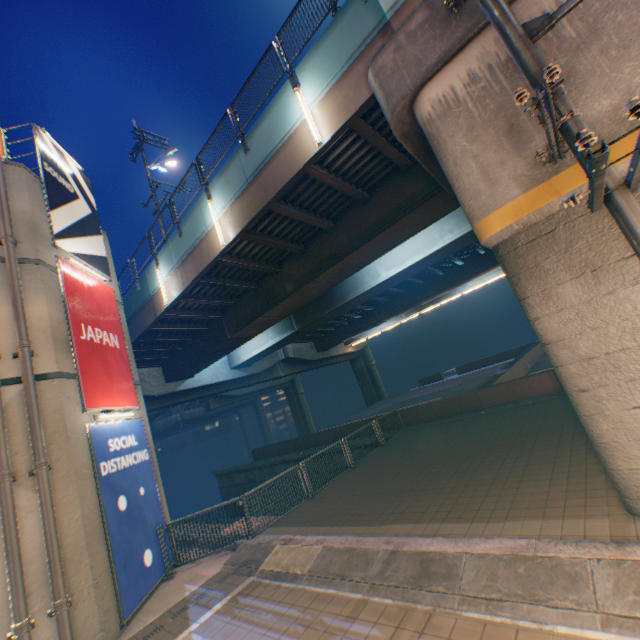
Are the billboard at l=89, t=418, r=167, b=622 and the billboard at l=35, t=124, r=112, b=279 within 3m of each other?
no

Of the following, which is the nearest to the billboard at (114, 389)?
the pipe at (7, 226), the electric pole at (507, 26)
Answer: the pipe at (7, 226)

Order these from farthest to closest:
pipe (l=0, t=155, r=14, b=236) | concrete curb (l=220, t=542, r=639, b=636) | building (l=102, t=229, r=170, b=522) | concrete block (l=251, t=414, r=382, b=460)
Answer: concrete block (l=251, t=414, r=382, b=460) < building (l=102, t=229, r=170, b=522) < pipe (l=0, t=155, r=14, b=236) < concrete curb (l=220, t=542, r=639, b=636)

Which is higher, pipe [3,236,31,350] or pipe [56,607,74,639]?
pipe [3,236,31,350]

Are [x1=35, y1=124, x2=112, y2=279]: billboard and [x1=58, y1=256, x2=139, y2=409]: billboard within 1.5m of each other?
yes

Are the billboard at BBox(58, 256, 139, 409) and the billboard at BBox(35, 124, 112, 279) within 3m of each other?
yes

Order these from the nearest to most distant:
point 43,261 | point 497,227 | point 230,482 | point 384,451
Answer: point 497,227 < point 43,261 < point 384,451 < point 230,482

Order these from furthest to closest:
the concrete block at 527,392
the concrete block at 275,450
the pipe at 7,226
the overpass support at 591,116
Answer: the concrete block at 275,450
the concrete block at 527,392
the pipe at 7,226
the overpass support at 591,116
